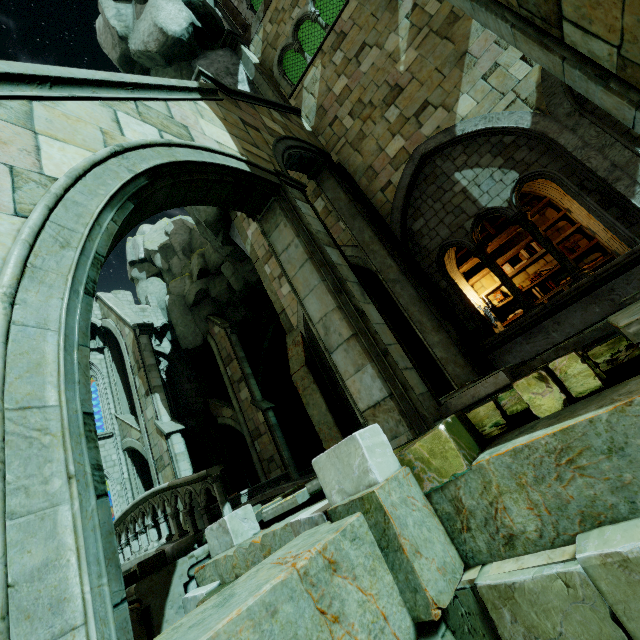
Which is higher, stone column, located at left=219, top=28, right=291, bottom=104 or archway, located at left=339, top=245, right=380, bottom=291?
stone column, located at left=219, top=28, right=291, bottom=104

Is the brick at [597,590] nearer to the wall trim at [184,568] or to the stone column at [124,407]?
the wall trim at [184,568]

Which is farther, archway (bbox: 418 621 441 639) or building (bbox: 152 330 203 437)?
building (bbox: 152 330 203 437)

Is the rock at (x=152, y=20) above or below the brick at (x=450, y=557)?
above

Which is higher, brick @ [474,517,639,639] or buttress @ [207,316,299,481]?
buttress @ [207,316,299,481]

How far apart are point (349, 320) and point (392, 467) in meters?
2.2 m

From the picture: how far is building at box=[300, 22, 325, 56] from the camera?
13.2m

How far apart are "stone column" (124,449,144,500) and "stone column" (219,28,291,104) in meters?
18.9 m
